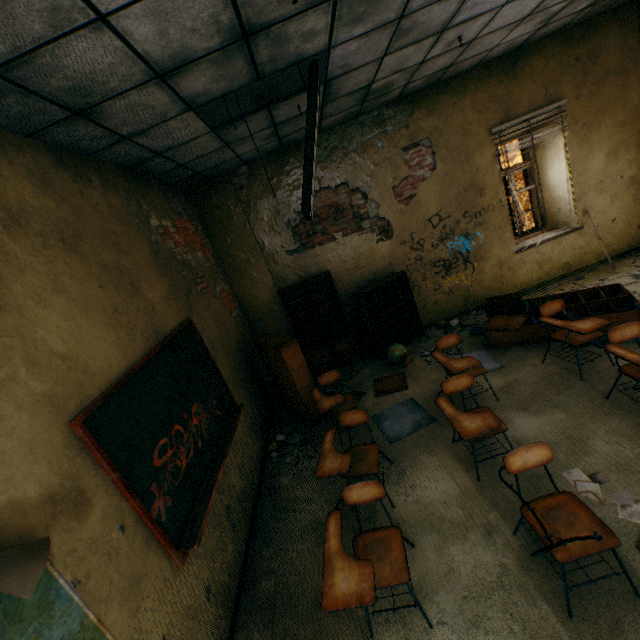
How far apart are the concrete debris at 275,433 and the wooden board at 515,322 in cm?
310

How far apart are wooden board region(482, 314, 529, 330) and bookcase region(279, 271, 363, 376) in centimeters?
216cm

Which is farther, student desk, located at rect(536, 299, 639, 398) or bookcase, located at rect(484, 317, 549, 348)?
bookcase, located at rect(484, 317, 549, 348)

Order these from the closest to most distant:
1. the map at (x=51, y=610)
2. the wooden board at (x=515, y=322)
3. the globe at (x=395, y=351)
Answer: the map at (x=51, y=610)
the wooden board at (x=515, y=322)
the globe at (x=395, y=351)

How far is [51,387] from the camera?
1.8 meters

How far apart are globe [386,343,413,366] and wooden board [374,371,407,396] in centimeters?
19cm

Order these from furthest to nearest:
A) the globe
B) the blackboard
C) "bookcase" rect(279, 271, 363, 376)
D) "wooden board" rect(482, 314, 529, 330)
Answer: "bookcase" rect(279, 271, 363, 376) → the globe → "wooden board" rect(482, 314, 529, 330) → the blackboard

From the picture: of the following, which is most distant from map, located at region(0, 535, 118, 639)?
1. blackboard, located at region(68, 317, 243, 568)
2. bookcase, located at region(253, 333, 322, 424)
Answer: bookcase, located at region(253, 333, 322, 424)
